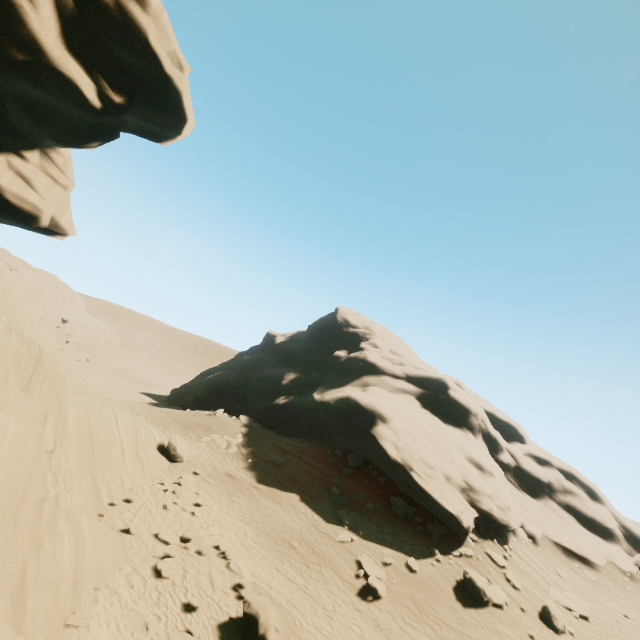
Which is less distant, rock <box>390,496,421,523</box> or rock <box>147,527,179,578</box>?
rock <box>147,527,179,578</box>

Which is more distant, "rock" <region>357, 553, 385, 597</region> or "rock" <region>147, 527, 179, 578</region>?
"rock" <region>357, 553, 385, 597</region>

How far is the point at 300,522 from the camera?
17.2m

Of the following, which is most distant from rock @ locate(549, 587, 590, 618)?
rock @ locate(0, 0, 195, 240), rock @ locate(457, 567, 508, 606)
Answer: rock @ locate(0, 0, 195, 240)

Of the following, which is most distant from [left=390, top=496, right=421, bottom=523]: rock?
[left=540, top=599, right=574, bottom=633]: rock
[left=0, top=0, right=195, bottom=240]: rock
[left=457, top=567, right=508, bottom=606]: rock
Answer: [left=0, top=0, right=195, bottom=240]: rock

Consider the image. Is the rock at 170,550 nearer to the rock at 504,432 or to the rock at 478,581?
the rock at 478,581

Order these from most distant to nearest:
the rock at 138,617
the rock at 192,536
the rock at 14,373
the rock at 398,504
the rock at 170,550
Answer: the rock at 398,504, the rock at 192,536, the rock at 170,550, the rock at 138,617, the rock at 14,373

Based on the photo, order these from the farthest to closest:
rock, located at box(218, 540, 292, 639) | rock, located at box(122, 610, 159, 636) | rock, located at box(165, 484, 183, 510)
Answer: rock, located at box(165, 484, 183, 510) → rock, located at box(218, 540, 292, 639) → rock, located at box(122, 610, 159, 636)
